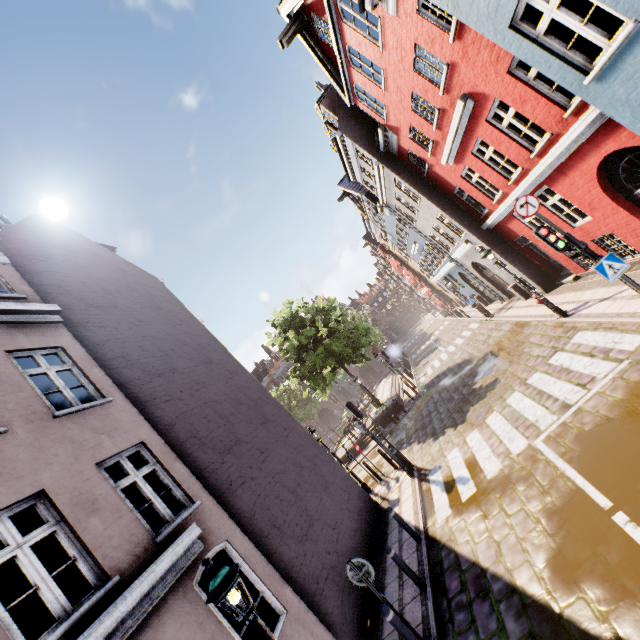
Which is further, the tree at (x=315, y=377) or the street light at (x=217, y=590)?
the tree at (x=315, y=377)

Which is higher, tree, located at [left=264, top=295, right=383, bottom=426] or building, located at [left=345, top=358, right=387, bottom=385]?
tree, located at [left=264, top=295, right=383, bottom=426]

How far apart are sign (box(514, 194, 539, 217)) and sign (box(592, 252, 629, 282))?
1.68m

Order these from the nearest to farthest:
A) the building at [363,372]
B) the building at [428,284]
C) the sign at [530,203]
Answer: the building at [428,284] < the sign at [530,203] < the building at [363,372]

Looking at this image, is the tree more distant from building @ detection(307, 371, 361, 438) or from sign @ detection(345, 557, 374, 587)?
sign @ detection(345, 557, 374, 587)

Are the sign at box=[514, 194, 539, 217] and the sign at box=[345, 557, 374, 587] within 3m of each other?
no

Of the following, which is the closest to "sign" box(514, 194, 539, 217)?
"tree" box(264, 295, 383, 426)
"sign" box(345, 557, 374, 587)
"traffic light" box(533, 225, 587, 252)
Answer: "traffic light" box(533, 225, 587, 252)

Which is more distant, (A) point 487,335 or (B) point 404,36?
(A) point 487,335
